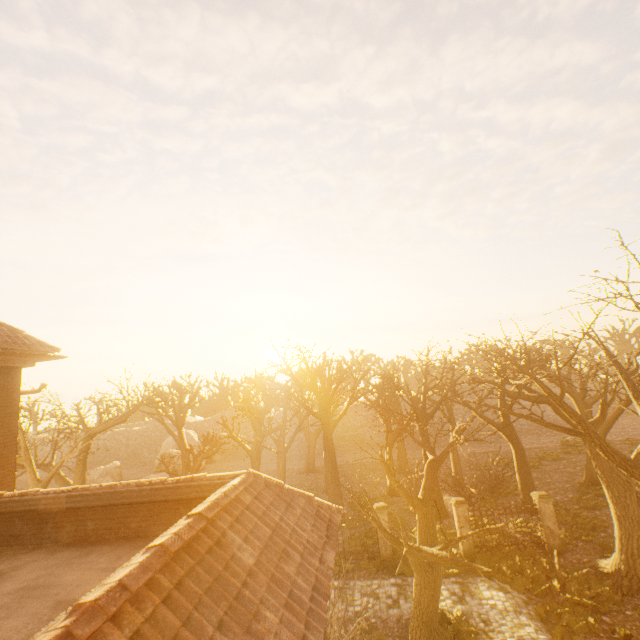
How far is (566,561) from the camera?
14.7 meters

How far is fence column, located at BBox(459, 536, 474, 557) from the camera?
15.76m

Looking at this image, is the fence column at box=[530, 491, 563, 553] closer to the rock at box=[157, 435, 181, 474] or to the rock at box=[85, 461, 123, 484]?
the rock at box=[157, 435, 181, 474]

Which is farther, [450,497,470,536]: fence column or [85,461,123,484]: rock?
[85,461,123,484]: rock

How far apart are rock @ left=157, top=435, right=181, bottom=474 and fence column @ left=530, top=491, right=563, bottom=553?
33.2 meters

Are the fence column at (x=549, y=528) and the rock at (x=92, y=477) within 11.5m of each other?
no

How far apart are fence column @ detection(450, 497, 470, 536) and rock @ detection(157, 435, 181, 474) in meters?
29.9

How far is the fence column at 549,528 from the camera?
15.4m
